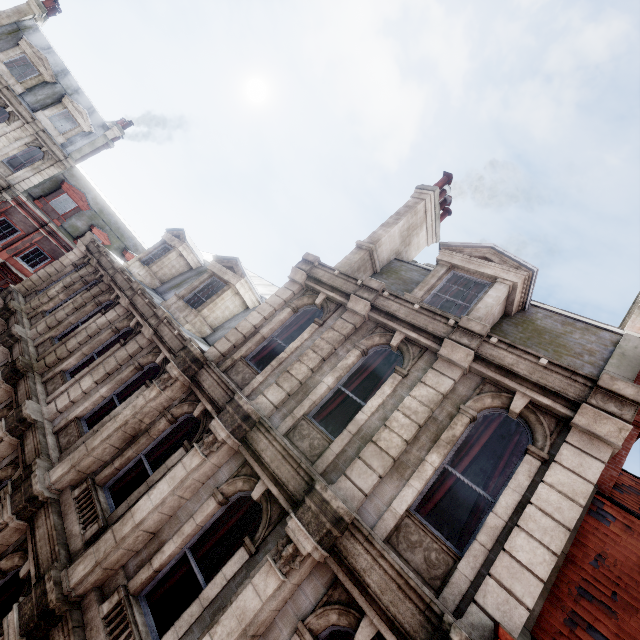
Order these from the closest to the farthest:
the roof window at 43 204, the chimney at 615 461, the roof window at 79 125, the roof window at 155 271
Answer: the chimney at 615 461
the roof window at 155 271
the roof window at 79 125
the roof window at 43 204

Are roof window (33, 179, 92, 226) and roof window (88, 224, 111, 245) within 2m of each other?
yes

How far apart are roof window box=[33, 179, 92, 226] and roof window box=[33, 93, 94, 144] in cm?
242

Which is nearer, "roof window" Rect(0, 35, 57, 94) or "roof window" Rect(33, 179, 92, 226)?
"roof window" Rect(0, 35, 57, 94)

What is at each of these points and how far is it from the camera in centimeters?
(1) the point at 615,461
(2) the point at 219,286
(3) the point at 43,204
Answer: (1) chimney, 602cm
(2) roof window, 1198cm
(3) roof window, 2411cm

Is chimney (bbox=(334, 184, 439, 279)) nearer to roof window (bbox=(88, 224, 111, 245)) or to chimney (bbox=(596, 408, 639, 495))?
chimney (bbox=(596, 408, 639, 495))

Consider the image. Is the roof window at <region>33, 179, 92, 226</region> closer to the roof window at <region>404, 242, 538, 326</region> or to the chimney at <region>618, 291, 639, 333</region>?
the roof window at <region>404, 242, 538, 326</region>

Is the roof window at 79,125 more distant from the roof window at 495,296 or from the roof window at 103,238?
the roof window at 495,296
